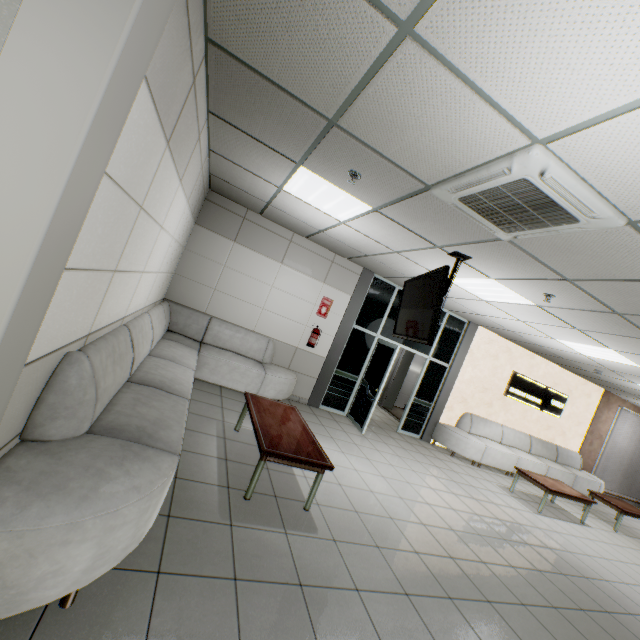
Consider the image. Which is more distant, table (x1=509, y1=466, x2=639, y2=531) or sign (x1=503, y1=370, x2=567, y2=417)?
sign (x1=503, y1=370, x2=567, y2=417)

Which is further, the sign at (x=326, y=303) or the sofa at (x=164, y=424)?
the sign at (x=326, y=303)

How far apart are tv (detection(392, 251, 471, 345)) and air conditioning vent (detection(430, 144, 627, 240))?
0.5m

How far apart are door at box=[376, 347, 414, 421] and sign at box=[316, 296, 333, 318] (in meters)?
3.77

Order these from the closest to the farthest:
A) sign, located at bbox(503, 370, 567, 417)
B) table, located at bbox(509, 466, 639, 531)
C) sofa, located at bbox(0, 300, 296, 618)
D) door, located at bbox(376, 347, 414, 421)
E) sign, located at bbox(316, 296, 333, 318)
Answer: sofa, located at bbox(0, 300, 296, 618)
table, located at bbox(509, 466, 639, 531)
sign, located at bbox(316, 296, 333, 318)
sign, located at bbox(503, 370, 567, 417)
door, located at bbox(376, 347, 414, 421)

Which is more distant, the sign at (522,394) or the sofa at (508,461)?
the sign at (522,394)

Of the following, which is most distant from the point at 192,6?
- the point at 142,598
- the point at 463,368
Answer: the point at 463,368

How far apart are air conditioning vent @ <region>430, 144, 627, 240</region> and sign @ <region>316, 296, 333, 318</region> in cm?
412
